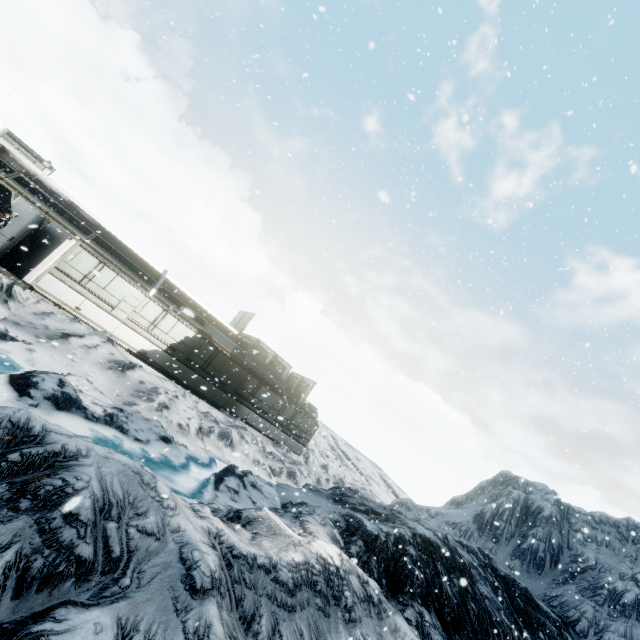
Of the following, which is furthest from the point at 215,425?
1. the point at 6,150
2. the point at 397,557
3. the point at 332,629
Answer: the point at 6,150
